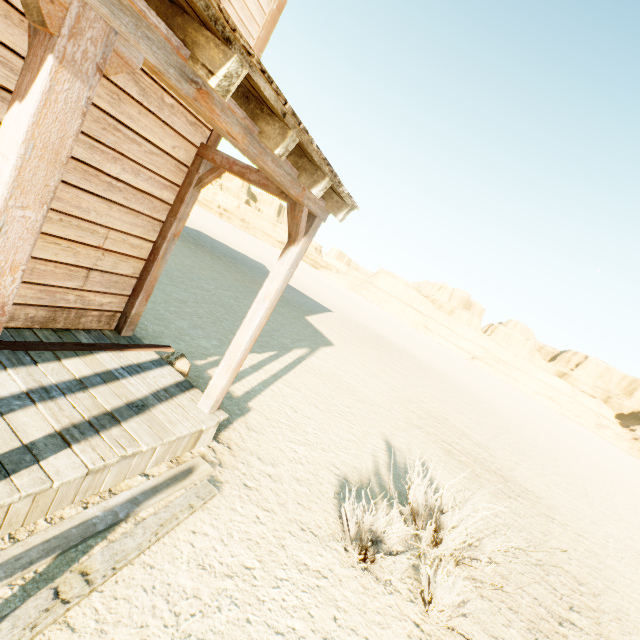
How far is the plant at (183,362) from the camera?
4.5 meters

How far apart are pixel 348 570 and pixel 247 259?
26.5m

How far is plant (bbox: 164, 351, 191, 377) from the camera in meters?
4.5

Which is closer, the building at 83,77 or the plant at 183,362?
the building at 83,77

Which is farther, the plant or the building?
the plant
